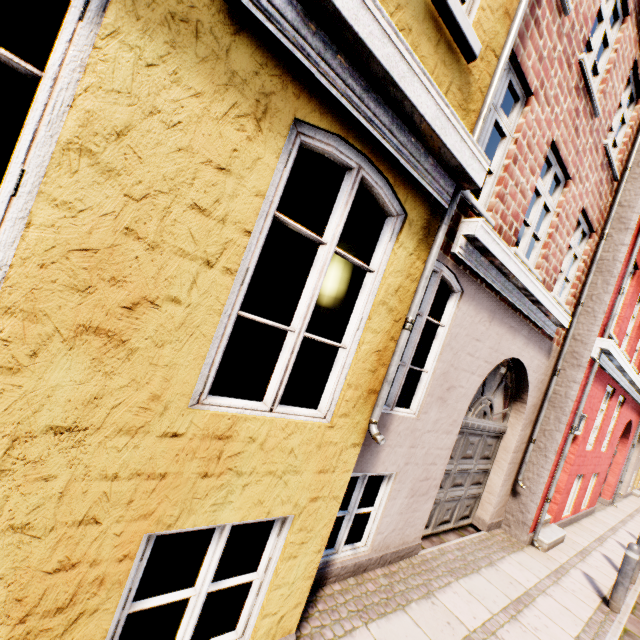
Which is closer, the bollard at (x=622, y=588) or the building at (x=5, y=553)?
the building at (x=5, y=553)

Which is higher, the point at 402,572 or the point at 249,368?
the point at 249,368

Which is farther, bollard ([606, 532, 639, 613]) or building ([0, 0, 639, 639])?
bollard ([606, 532, 639, 613])
